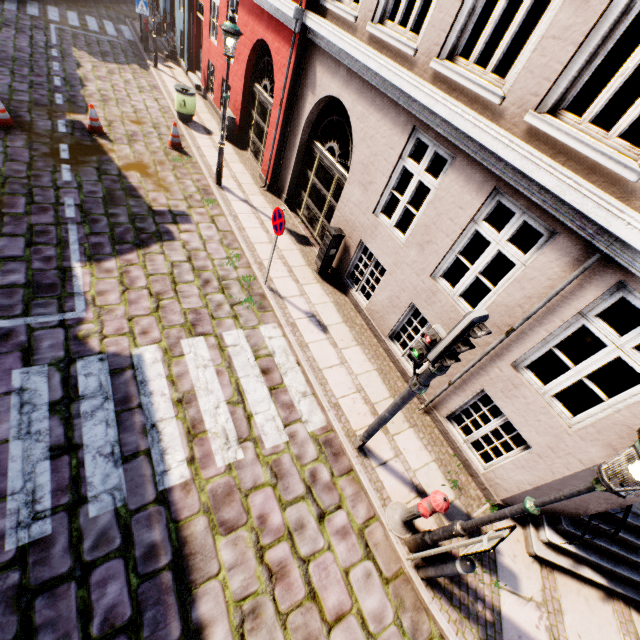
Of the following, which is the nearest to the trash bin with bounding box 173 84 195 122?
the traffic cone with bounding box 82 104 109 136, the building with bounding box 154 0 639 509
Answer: the building with bounding box 154 0 639 509

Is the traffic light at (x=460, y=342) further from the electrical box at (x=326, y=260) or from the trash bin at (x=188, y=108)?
the trash bin at (x=188, y=108)

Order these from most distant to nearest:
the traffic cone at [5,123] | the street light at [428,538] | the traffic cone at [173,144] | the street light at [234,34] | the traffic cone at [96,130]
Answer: the traffic cone at [173,144] → the traffic cone at [96,130] → the traffic cone at [5,123] → the street light at [234,34] → the street light at [428,538]

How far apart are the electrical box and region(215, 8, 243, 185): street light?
4.15m

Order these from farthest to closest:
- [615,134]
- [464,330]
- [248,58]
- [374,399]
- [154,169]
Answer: [248,58]
[154,169]
[374,399]
[615,134]
[464,330]

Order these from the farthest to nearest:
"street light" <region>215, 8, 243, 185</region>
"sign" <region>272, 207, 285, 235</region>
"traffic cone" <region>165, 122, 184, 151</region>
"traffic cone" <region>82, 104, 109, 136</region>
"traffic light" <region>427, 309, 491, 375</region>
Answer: "traffic cone" <region>165, 122, 184, 151</region> → "traffic cone" <region>82, 104, 109, 136</region> → "street light" <region>215, 8, 243, 185</region> → "sign" <region>272, 207, 285, 235</region> → "traffic light" <region>427, 309, 491, 375</region>

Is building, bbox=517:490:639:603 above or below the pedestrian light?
below

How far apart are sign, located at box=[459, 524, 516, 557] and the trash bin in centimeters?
1427cm
